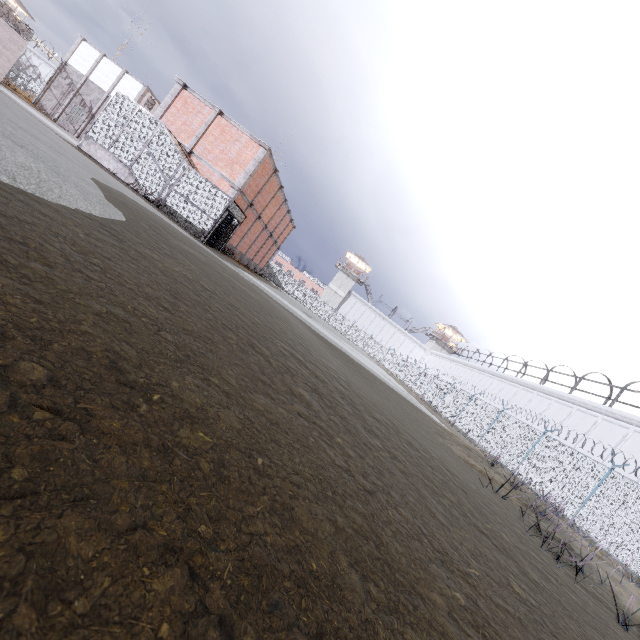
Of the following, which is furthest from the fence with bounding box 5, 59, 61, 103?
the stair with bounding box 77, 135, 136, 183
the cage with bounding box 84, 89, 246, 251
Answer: the stair with bounding box 77, 135, 136, 183

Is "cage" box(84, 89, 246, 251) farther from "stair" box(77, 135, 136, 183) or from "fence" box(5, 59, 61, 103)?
"fence" box(5, 59, 61, 103)

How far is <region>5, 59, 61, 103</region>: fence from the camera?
35.38m

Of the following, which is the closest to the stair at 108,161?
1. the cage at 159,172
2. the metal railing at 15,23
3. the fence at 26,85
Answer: the cage at 159,172

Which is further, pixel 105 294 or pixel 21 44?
pixel 21 44

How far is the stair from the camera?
17.3 meters

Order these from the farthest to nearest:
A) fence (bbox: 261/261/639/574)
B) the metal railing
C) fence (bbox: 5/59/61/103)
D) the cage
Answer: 1. fence (bbox: 5/59/61/103)
2. the metal railing
3. the cage
4. fence (bbox: 261/261/639/574)

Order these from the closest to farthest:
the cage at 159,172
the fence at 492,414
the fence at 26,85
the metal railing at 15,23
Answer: the fence at 492,414
the cage at 159,172
the metal railing at 15,23
the fence at 26,85
